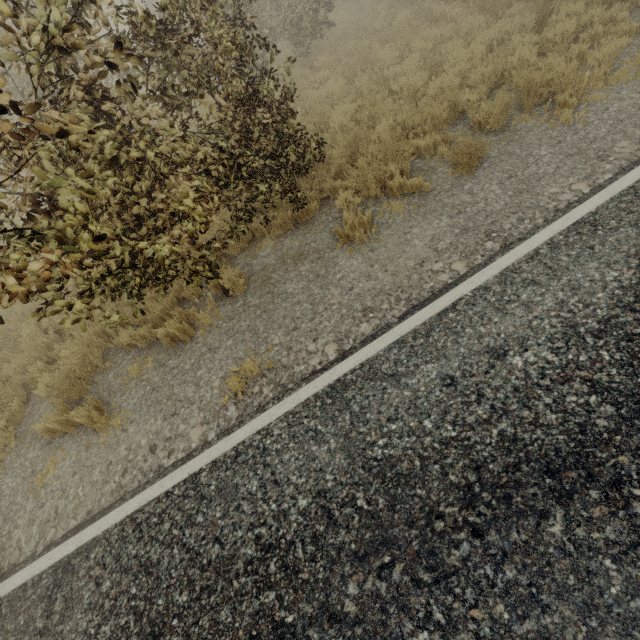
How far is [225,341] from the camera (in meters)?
4.84
